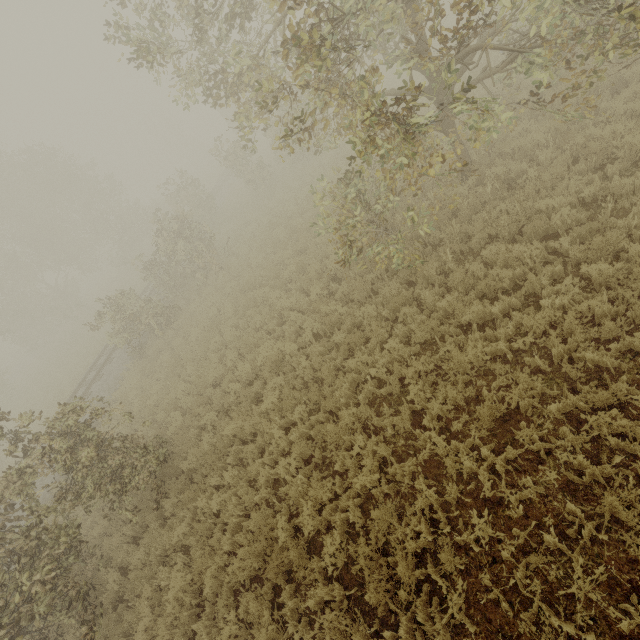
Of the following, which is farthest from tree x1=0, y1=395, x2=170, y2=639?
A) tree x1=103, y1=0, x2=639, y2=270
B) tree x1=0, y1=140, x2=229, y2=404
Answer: tree x1=0, y1=140, x2=229, y2=404

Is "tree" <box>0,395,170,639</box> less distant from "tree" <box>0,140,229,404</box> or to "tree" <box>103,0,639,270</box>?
"tree" <box>103,0,639,270</box>

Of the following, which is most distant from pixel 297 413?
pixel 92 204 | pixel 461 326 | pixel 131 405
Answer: pixel 92 204

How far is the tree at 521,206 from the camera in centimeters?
745cm

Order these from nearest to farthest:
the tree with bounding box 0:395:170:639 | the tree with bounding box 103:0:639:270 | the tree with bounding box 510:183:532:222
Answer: the tree with bounding box 103:0:639:270, the tree with bounding box 0:395:170:639, the tree with bounding box 510:183:532:222

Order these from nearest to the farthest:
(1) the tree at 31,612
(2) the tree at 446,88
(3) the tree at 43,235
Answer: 1. (2) the tree at 446,88
2. (1) the tree at 31,612
3. (3) the tree at 43,235

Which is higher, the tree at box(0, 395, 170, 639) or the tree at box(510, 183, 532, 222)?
the tree at box(0, 395, 170, 639)
